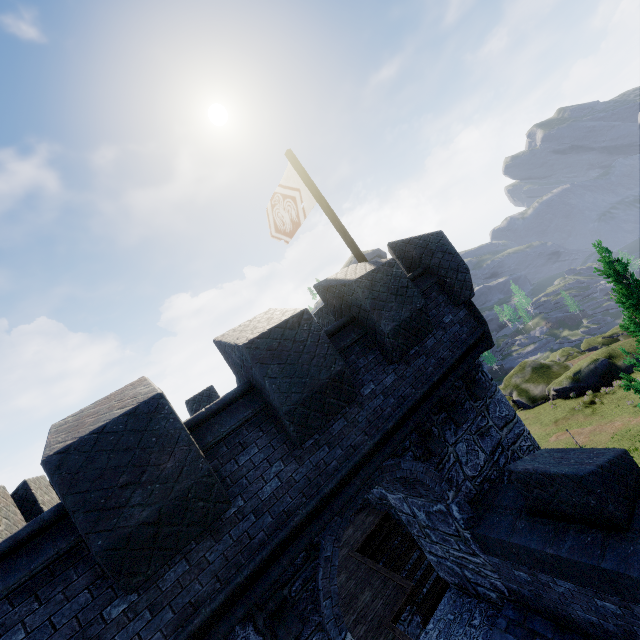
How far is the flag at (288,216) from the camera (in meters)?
8.77

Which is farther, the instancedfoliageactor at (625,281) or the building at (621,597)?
the instancedfoliageactor at (625,281)

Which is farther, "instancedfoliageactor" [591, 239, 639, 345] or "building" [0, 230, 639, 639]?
"instancedfoliageactor" [591, 239, 639, 345]

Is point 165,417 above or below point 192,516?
above

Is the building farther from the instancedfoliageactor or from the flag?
the instancedfoliageactor

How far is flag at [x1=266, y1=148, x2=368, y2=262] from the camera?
8.8m

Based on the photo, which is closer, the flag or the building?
the building
